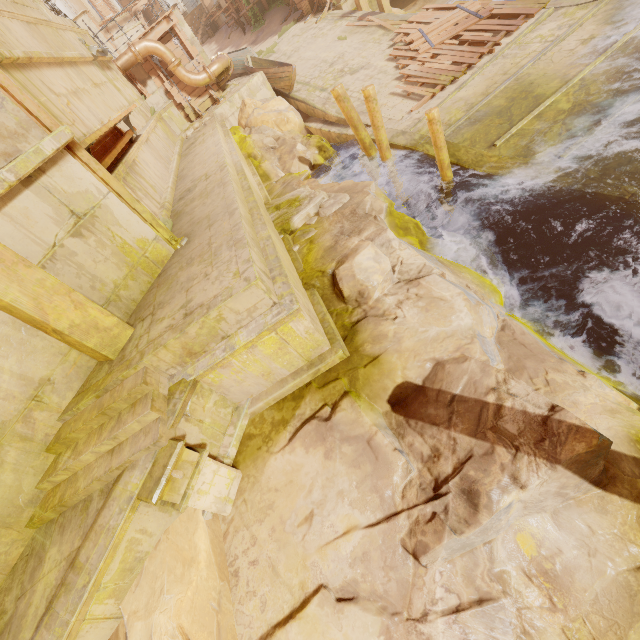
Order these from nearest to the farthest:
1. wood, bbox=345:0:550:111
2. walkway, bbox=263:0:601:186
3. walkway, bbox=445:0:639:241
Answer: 1. walkway, bbox=445:0:639:241
2. walkway, bbox=263:0:601:186
3. wood, bbox=345:0:550:111

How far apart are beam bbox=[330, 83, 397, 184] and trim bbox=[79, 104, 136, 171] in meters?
5.6

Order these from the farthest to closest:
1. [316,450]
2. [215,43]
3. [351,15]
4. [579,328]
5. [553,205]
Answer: [215,43] → [351,15] → [553,205] → [579,328] → [316,450]

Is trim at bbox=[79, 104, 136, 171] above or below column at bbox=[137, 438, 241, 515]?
above

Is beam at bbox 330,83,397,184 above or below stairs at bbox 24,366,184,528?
below

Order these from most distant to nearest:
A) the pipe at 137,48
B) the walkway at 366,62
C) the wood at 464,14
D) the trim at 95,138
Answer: the pipe at 137,48, the wood at 464,14, the walkway at 366,62, the trim at 95,138

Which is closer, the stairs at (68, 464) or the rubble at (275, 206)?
the stairs at (68, 464)

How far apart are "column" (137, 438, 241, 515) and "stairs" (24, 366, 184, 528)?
0.0 meters
